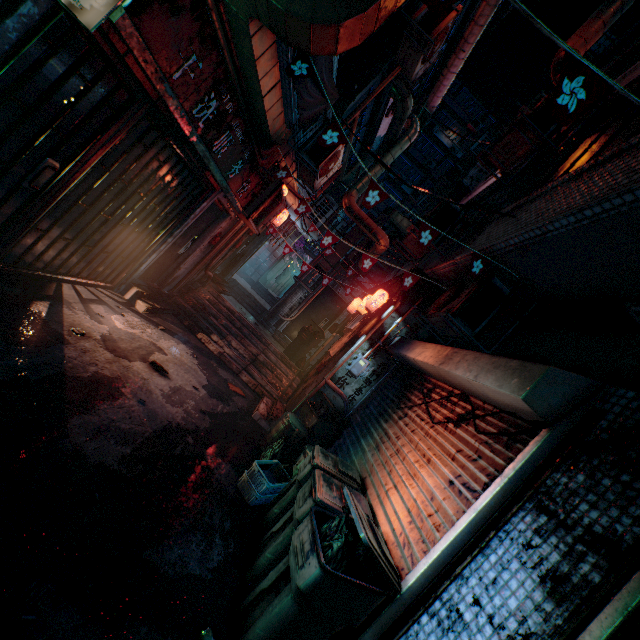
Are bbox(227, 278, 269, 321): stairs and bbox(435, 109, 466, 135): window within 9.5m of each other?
no

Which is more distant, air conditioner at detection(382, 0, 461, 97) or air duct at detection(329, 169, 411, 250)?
air duct at detection(329, 169, 411, 250)

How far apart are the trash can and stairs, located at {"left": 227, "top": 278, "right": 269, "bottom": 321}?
5.2 meters

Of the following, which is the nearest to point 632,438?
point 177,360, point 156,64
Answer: point 156,64

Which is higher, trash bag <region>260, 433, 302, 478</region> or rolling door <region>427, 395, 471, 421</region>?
rolling door <region>427, 395, 471, 421</region>

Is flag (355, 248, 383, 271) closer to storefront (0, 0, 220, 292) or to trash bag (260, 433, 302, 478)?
storefront (0, 0, 220, 292)

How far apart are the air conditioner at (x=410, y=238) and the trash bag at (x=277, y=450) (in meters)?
3.46

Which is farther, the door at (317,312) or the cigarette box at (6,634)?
the door at (317,312)
